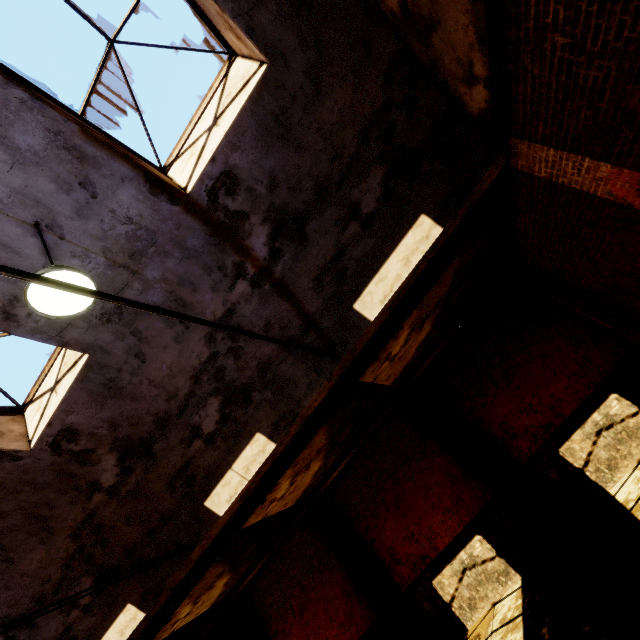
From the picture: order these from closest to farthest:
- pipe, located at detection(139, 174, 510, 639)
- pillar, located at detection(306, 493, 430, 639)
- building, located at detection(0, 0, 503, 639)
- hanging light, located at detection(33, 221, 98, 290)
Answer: hanging light, located at detection(33, 221, 98, 290) → building, located at detection(0, 0, 503, 639) → pipe, located at detection(139, 174, 510, 639) → pillar, located at detection(306, 493, 430, 639)

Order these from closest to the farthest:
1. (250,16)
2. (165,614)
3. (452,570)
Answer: (250,16) → (165,614) → (452,570)

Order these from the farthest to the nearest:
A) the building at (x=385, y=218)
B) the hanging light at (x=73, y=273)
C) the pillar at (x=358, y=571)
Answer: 1. the pillar at (x=358, y=571)
2. the building at (x=385, y=218)
3. the hanging light at (x=73, y=273)

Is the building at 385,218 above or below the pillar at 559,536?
above

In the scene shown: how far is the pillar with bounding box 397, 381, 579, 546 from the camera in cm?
765

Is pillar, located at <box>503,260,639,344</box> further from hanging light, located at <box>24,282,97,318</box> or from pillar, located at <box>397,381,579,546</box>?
hanging light, located at <box>24,282,97,318</box>

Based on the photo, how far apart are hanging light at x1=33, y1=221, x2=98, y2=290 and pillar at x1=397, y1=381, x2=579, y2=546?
8.8m
